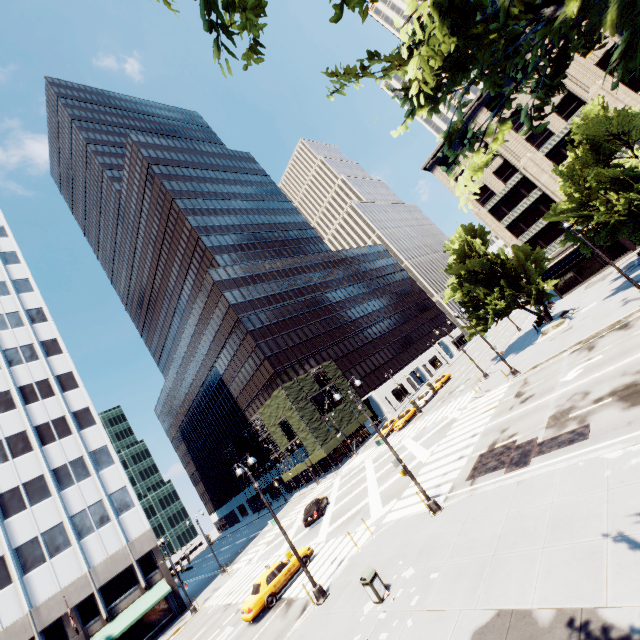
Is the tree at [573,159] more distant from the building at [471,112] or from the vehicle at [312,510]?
the vehicle at [312,510]

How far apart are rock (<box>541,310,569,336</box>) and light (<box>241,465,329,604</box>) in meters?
30.1

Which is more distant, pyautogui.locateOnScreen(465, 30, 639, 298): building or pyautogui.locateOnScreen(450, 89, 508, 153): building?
pyautogui.locateOnScreen(450, 89, 508, 153): building

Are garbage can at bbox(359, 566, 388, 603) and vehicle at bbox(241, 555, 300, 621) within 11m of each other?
yes

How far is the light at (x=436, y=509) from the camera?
15.1 meters

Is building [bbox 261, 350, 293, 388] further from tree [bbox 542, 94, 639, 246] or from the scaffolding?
tree [bbox 542, 94, 639, 246]

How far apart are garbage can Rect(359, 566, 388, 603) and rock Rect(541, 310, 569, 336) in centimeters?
2959cm

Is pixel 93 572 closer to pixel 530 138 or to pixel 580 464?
→ pixel 580 464
